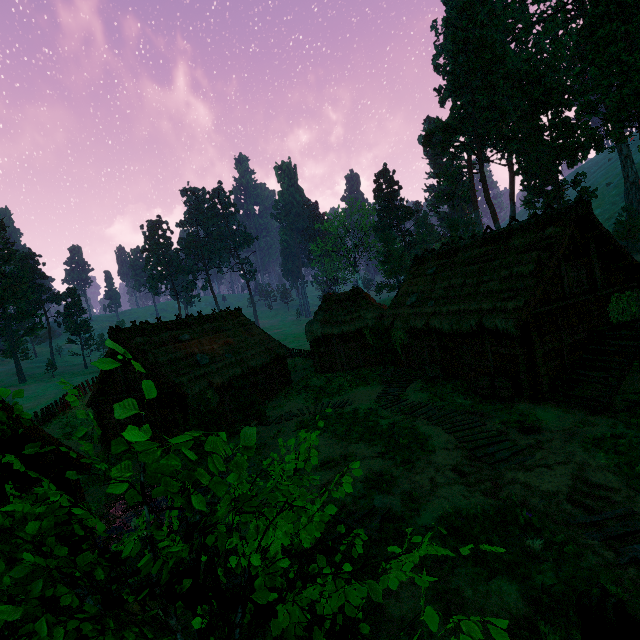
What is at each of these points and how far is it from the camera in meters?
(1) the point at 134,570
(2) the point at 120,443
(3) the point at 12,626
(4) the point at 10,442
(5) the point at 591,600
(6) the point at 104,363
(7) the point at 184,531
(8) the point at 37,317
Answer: (1) building, 5.1
(2) treerock, 2.0
(3) building, 4.5
(4) building, 5.6
(5) fence arch, 2.0
(6) treerock, 1.5
(7) building, 5.8
(8) treerock, 59.2

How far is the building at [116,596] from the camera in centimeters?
436cm

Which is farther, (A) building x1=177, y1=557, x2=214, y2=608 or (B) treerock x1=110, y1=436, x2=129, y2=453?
(A) building x1=177, y1=557, x2=214, y2=608

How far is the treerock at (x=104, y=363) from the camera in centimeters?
150cm

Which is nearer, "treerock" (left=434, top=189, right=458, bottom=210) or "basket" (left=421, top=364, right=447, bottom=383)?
"basket" (left=421, top=364, right=447, bottom=383)

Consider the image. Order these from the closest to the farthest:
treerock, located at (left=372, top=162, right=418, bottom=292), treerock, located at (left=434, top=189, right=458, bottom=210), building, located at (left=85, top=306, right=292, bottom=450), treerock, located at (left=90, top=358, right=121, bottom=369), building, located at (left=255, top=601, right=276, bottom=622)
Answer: treerock, located at (left=90, top=358, right=121, bottom=369) → building, located at (left=255, top=601, right=276, bottom=622) → building, located at (left=85, top=306, right=292, bottom=450) → treerock, located at (left=434, top=189, right=458, bottom=210) → treerock, located at (left=372, top=162, right=418, bottom=292)

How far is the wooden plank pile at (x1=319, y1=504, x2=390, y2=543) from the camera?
7.7 meters
